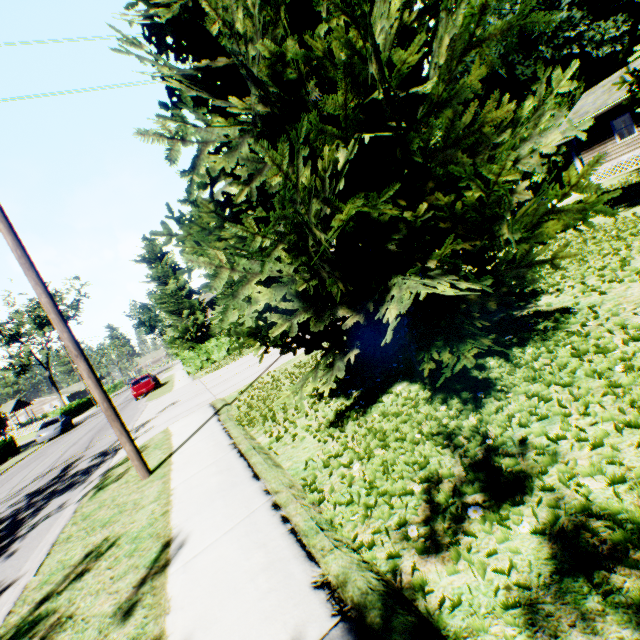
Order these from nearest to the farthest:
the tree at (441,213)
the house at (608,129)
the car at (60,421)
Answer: the tree at (441,213) → the house at (608,129) → the car at (60,421)

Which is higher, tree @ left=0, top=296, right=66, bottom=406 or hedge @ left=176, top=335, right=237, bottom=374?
tree @ left=0, top=296, right=66, bottom=406

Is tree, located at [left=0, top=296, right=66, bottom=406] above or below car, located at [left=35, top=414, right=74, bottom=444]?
above

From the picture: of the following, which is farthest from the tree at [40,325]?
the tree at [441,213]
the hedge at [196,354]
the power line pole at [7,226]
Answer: the power line pole at [7,226]

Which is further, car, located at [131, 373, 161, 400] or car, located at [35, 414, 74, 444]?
car, located at [35, 414, 74, 444]

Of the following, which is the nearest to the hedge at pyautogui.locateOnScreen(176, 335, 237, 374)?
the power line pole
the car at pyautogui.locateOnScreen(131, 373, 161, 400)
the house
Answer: the car at pyautogui.locateOnScreen(131, 373, 161, 400)

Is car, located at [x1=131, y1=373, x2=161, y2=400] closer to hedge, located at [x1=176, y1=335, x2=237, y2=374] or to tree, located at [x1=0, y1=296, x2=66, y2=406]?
hedge, located at [x1=176, y1=335, x2=237, y2=374]

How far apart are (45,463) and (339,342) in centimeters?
1861cm
